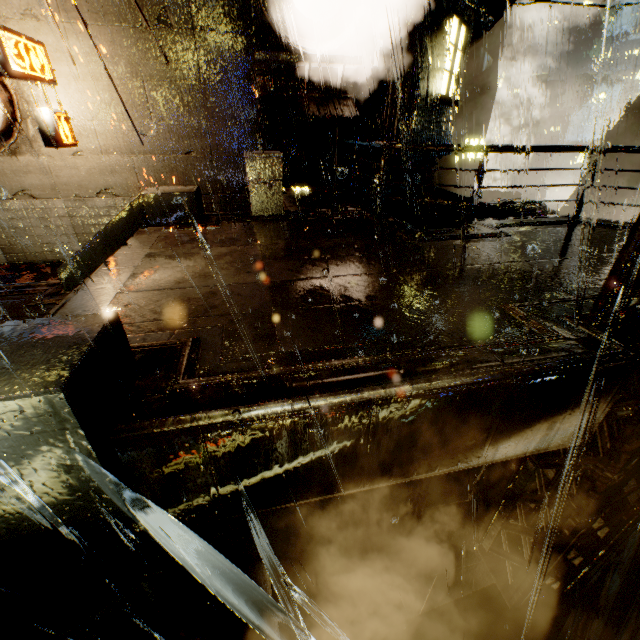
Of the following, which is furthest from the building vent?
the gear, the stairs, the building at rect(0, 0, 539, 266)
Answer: the stairs

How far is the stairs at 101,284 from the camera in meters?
4.0 m

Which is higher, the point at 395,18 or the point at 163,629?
the point at 395,18

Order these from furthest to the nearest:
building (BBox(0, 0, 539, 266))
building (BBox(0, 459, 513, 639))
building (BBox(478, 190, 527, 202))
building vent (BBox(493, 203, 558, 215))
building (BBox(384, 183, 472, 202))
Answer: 1. building (BBox(478, 190, 527, 202))
2. building vent (BBox(493, 203, 558, 215))
3. building (BBox(384, 183, 472, 202))
4. building (BBox(0, 0, 539, 266))
5. building (BBox(0, 459, 513, 639))

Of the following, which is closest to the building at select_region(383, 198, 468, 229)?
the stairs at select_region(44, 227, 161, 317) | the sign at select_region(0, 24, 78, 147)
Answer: the sign at select_region(0, 24, 78, 147)

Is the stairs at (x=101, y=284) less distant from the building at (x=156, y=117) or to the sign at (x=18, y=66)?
the building at (x=156, y=117)

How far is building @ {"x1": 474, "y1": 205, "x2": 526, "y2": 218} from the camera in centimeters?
914cm
